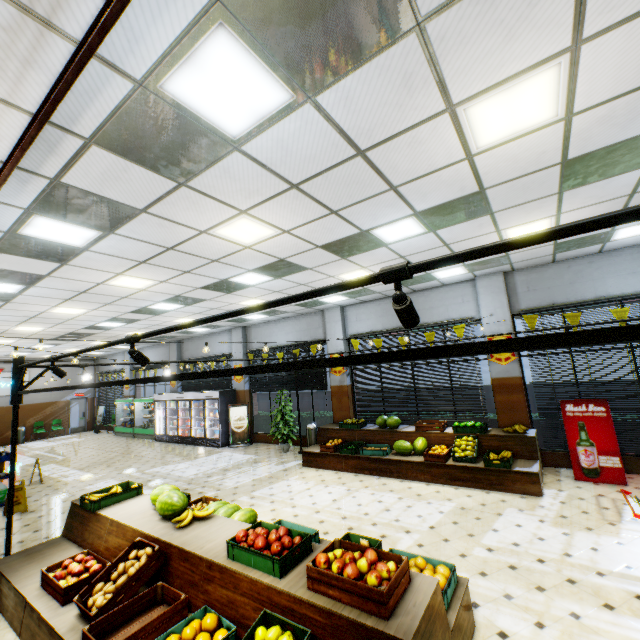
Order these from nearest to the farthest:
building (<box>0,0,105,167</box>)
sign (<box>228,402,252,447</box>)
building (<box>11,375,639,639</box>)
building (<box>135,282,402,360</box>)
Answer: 1. building (<box>0,0,105,167</box>)
2. building (<box>11,375,639,639</box>)
3. building (<box>135,282,402,360</box>)
4. sign (<box>228,402,252,447</box>)

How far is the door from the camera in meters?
21.1

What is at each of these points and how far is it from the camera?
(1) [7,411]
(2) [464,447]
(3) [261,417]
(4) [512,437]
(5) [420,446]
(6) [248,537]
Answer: (1) building, 18.7 meters
(2) apples, 7.5 meters
(3) hedge, 13.7 meters
(4) wooden stand, 7.4 meters
(5) watermelon, 8.1 meters
(6) apples, 3.4 meters

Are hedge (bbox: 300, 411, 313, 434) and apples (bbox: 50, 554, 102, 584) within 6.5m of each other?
no

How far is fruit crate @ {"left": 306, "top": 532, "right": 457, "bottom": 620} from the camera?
2.44m

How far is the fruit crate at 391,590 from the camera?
2.4m

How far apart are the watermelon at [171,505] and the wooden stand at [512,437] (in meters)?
4.89

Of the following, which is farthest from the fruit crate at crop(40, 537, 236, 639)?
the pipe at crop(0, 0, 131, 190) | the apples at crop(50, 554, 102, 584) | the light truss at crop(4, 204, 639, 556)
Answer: the pipe at crop(0, 0, 131, 190)
